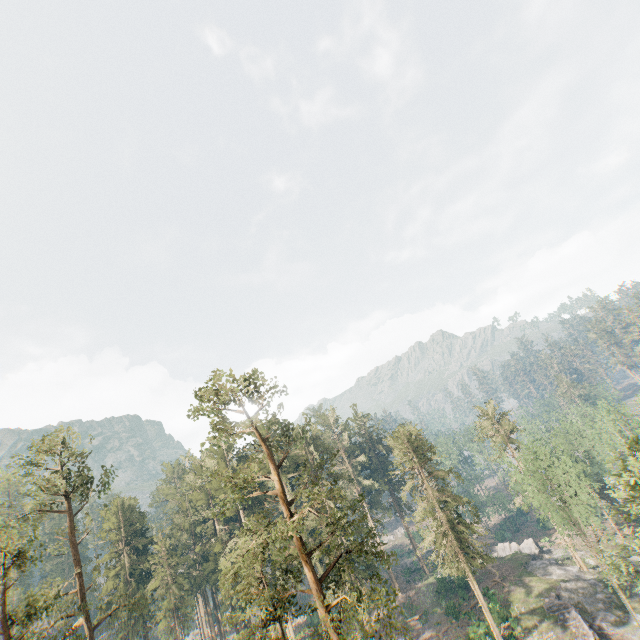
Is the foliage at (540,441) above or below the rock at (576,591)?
above

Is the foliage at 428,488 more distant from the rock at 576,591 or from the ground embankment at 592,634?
the ground embankment at 592,634

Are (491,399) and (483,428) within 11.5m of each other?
yes

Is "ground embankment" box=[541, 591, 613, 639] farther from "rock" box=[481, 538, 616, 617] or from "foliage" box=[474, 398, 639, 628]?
"foliage" box=[474, 398, 639, 628]

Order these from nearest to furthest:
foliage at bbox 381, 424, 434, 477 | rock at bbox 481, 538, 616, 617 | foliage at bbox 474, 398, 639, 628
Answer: foliage at bbox 474, 398, 639, 628, rock at bbox 481, 538, 616, 617, foliage at bbox 381, 424, 434, 477

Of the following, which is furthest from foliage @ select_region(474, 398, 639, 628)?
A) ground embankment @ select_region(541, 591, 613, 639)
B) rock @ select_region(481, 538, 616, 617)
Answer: ground embankment @ select_region(541, 591, 613, 639)
